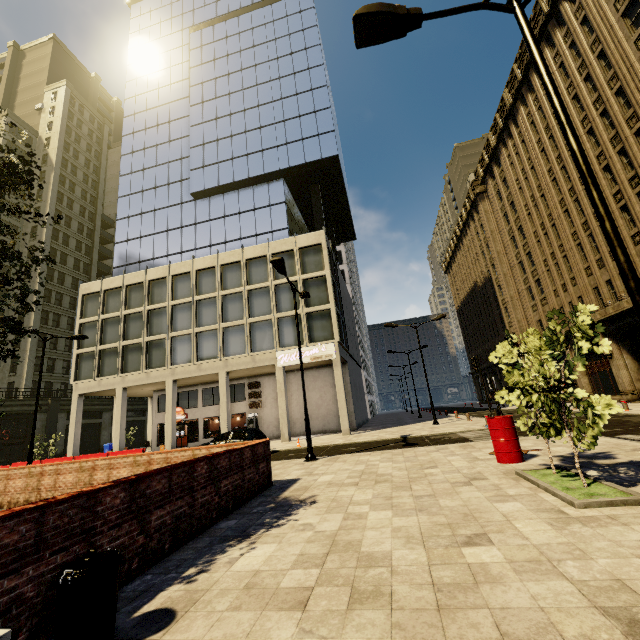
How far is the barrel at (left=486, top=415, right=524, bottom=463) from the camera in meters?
8.1

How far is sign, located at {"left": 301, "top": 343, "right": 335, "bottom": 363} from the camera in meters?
25.0 m

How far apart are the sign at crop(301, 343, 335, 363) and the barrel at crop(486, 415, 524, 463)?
16.23m

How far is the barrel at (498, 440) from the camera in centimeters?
815cm

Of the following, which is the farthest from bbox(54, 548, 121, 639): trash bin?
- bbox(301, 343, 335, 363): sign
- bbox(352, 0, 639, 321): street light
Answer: bbox(301, 343, 335, 363): sign

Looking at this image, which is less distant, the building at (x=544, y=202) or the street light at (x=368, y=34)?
the street light at (x=368, y=34)

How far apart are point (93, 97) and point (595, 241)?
79.7m

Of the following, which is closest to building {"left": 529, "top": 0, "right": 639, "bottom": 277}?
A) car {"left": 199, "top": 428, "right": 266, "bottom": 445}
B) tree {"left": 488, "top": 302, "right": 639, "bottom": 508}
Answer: car {"left": 199, "top": 428, "right": 266, "bottom": 445}
